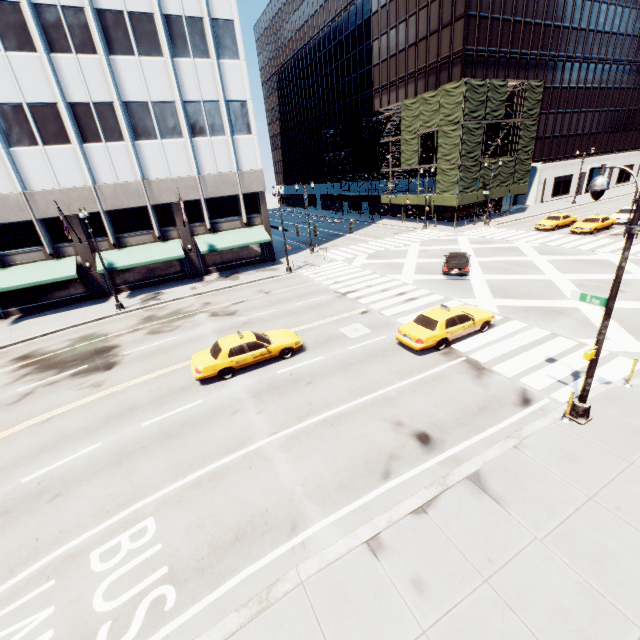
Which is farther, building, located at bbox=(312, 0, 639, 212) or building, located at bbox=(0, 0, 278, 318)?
building, located at bbox=(312, 0, 639, 212)

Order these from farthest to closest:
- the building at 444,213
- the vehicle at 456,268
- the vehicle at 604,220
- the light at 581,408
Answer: the building at 444,213, the vehicle at 604,220, the vehicle at 456,268, the light at 581,408

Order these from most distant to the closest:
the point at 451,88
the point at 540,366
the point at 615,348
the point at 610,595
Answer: the point at 451,88 → the point at 615,348 → the point at 540,366 → the point at 610,595

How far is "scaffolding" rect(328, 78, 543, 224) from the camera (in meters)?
36.44

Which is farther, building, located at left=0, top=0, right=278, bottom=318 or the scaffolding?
the scaffolding

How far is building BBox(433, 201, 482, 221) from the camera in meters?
45.1 m

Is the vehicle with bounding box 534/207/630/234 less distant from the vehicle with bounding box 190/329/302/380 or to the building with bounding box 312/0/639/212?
the building with bounding box 312/0/639/212

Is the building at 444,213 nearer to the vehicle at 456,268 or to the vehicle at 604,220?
the vehicle at 604,220
